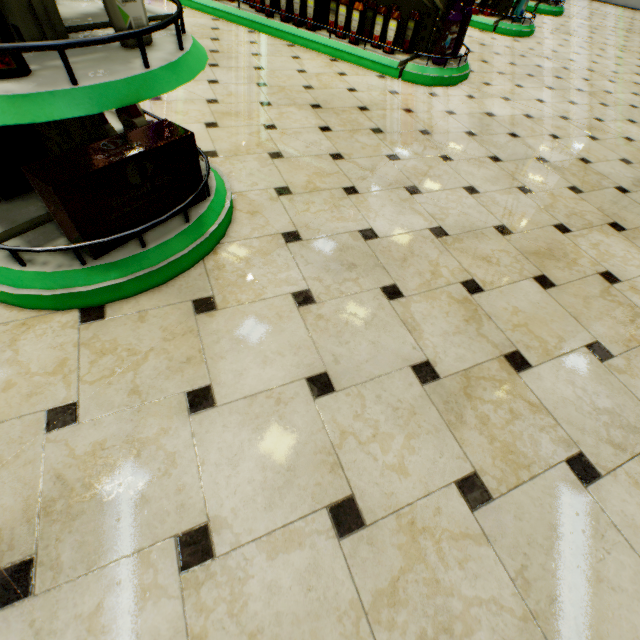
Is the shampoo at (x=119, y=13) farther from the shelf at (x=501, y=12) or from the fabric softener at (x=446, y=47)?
the shelf at (x=501, y=12)

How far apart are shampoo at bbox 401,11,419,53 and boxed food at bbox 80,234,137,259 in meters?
3.5

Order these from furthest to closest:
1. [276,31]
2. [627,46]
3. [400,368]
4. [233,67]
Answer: [627,46], [276,31], [233,67], [400,368]

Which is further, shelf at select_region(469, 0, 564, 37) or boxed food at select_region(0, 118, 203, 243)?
shelf at select_region(469, 0, 564, 37)

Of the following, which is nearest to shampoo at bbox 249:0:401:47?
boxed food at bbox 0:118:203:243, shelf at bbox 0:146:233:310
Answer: shelf at bbox 0:146:233:310

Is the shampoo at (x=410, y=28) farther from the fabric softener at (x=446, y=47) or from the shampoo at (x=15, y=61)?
the shampoo at (x=15, y=61)

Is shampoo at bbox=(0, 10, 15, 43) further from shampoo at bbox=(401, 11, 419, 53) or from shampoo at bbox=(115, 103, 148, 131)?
shampoo at bbox=(401, 11, 419, 53)

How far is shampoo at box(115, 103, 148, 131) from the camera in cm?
164
